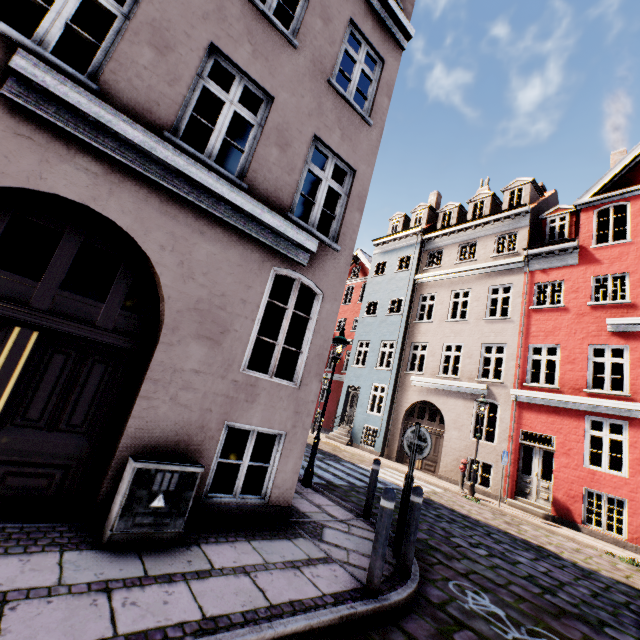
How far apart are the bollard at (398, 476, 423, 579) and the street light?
3.4m

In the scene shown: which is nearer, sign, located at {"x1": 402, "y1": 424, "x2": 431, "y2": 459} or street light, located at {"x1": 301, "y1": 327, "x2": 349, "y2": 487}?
sign, located at {"x1": 402, "y1": 424, "x2": 431, "y2": 459}

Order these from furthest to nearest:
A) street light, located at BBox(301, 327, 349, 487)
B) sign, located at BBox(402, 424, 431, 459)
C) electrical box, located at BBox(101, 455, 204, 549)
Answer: street light, located at BBox(301, 327, 349, 487), sign, located at BBox(402, 424, 431, 459), electrical box, located at BBox(101, 455, 204, 549)

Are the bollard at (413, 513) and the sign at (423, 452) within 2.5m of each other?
yes

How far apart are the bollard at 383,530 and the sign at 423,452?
1.3 meters

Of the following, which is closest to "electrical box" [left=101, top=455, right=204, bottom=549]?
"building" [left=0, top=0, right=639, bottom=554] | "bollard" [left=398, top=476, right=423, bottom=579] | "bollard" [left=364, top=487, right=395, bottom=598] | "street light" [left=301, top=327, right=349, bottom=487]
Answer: "building" [left=0, top=0, right=639, bottom=554]

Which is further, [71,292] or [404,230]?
[404,230]

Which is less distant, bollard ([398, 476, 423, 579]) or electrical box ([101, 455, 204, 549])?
electrical box ([101, 455, 204, 549])
